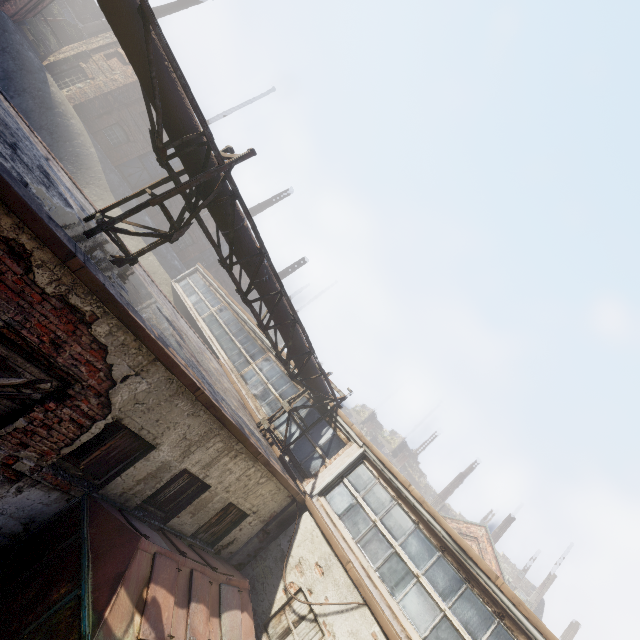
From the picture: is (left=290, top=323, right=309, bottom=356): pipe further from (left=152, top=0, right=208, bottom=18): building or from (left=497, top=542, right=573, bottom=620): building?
(left=497, top=542, right=573, bottom=620): building

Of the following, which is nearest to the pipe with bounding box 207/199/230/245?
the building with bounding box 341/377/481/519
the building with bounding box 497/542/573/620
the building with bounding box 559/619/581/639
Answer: the building with bounding box 341/377/481/519

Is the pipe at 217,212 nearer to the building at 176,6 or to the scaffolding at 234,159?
the scaffolding at 234,159

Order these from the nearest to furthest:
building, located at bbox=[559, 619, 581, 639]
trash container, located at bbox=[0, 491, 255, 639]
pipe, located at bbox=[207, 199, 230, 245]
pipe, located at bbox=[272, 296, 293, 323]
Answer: trash container, located at bbox=[0, 491, 255, 639]
pipe, located at bbox=[207, 199, 230, 245]
pipe, located at bbox=[272, 296, 293, 323]
building, located at bbox=[559, 619, 581, 639]

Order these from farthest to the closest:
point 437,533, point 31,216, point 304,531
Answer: point 304,531
point 437,533
point 31,216

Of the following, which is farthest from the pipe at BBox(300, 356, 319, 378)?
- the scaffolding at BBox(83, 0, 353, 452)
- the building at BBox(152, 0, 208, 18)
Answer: the building at BBox(152, 0, 208, 18)

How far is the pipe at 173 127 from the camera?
5.2m

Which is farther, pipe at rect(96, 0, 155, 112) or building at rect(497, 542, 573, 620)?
building at rect(497, 542, 573, 620)
